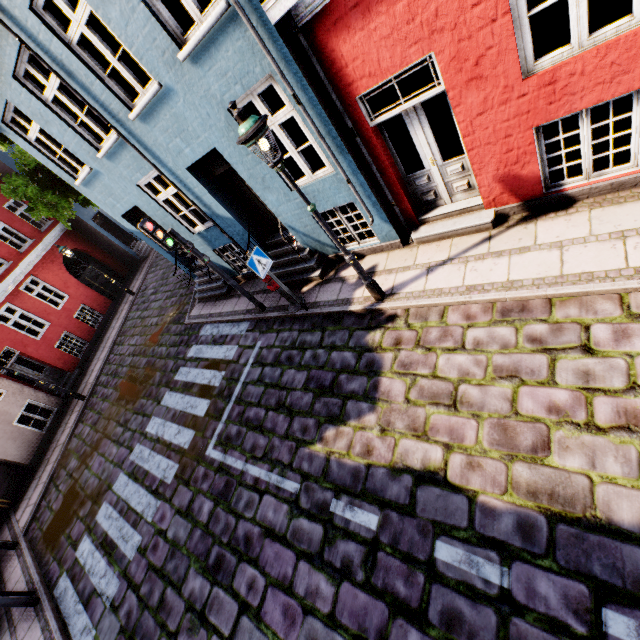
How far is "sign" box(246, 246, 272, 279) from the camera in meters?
6.3

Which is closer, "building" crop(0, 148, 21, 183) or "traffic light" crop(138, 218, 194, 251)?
"traffic light" crop(138, 218, 194, 251)

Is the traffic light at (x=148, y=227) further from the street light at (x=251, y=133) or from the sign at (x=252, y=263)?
the street light at (x=251, y=133)

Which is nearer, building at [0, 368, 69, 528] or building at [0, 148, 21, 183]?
building at [0, 368, 69, 528]

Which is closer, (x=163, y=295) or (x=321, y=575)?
(x=321, y=575)

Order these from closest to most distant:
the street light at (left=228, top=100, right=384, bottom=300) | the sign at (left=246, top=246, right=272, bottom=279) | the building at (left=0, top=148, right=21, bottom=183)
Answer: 1. the street light at (left=228, top=100, right=384, bottom=300)
2. the sign at (left=246, top=246, right=272, bottom=279)
3. the building at (left=0, top=148, right=21, bottom=183)

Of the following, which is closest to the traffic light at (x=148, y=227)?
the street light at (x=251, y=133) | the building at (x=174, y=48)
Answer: the building at (x=174, y=48)

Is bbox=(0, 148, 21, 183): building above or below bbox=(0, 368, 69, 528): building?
above
